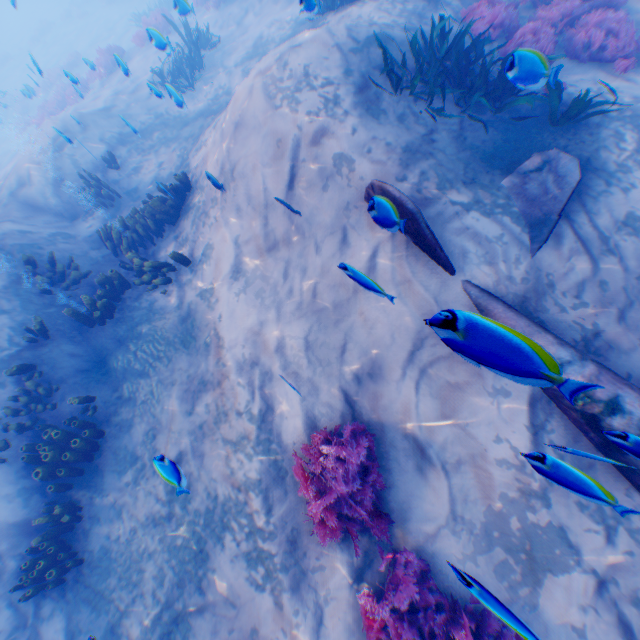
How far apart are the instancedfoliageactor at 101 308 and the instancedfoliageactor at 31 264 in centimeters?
51cm

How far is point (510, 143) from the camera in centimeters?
568cm

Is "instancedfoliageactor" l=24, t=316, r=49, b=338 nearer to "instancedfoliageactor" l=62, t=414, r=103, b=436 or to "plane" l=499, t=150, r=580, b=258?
"instancedfoliageactor" l=62, t=414, r=103, b=436

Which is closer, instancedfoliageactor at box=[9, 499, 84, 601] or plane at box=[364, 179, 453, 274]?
plane at box=[364, 179, 453, 274]

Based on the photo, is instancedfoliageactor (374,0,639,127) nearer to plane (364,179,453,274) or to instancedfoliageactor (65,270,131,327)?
plane (364,179,453,274)

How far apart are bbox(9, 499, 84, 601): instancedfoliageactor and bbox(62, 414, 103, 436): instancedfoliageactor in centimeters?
99cm

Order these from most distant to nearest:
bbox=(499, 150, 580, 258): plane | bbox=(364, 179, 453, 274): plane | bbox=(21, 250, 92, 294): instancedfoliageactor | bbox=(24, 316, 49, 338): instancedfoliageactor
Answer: bbox=(21, 250, 92, 294): instancedfoliageactor < bbox=(24, 316, 49, 338): instancedfoliageactor < bbox=(499, 150, 580, 258): plane < bbox=(364, 179, 453, 274): plane

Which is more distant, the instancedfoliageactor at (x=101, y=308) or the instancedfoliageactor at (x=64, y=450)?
the instancedfoliageactor at (x=101, y=308)
